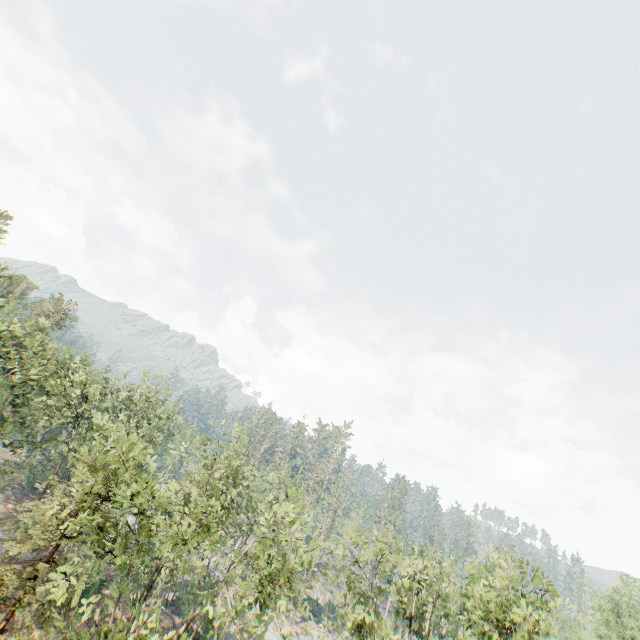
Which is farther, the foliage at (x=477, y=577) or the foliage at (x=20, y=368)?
the foliage at (x=477, y=577)

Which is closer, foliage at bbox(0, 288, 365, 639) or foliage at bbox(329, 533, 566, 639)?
foliage at bbox(0, 288, 365, 639)

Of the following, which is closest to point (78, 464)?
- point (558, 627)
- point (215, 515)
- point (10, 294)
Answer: point (215, 515)

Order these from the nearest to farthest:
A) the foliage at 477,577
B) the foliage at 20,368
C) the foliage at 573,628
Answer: the foliage at 20,368
the foliage at 477,577
the foliage at 573,628

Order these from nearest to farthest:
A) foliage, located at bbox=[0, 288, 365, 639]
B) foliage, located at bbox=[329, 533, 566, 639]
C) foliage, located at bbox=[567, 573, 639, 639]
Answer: foliage, located at bbox=[0, 288, 365, 639], foliage, located at bbox=[329, 533, 566, 639], foliage, located at bbox=[567, 573, 639, 639]
